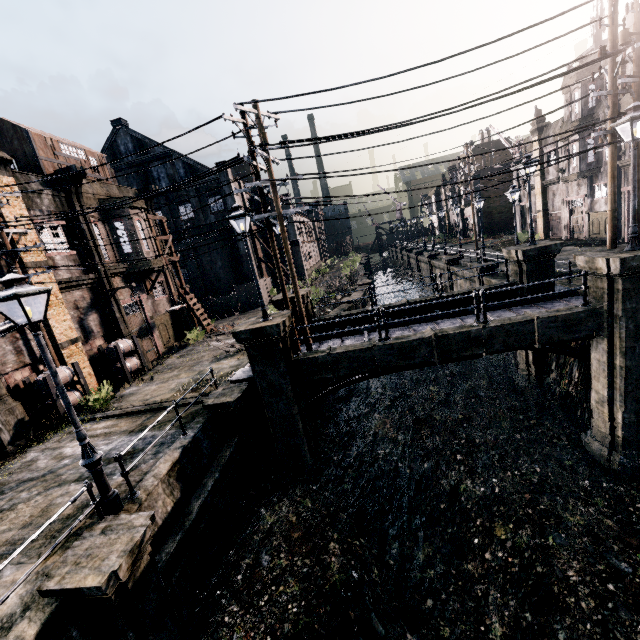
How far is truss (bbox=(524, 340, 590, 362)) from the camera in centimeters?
1388cm

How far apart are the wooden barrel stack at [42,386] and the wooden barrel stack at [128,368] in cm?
241

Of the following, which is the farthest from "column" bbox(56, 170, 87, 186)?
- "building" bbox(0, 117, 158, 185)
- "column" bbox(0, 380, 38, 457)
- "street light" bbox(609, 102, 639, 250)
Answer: "street light" bbox(609, 102, 639, 250)

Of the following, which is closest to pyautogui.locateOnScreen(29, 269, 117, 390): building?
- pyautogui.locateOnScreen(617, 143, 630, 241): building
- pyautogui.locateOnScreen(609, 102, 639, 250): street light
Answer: pyautogui.locateOnScreen(609, 102, 639, 250): street light

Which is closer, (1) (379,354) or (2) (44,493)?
(2) (44,493)

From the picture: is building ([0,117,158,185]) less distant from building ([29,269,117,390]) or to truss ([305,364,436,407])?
building ([29,269,117,390])

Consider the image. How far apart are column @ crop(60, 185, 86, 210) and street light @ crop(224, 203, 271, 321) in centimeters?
1164cm

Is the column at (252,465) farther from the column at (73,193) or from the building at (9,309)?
the column at (73,193)
